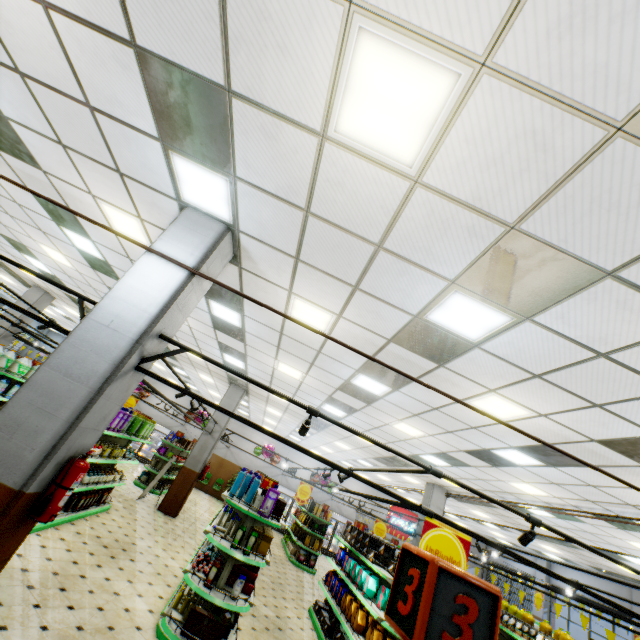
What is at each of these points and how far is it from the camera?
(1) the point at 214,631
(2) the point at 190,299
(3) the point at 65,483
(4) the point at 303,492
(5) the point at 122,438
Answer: (1) boxed food, 4.8 meters
(2) building, 4.2 meters
(3) fire extinguisher, 3.1 meters
(4) sign, 12.6 meters
(5) shelf, 9.0 meters

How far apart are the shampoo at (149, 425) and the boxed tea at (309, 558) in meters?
10.0

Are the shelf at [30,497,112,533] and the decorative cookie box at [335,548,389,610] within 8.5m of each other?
yes

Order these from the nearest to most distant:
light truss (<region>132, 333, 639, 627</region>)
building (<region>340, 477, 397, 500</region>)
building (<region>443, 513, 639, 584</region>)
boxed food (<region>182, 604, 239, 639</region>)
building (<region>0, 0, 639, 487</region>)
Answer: building (<region>0, 0, 639, 487</region>), light truss (<region>132, 333, 639, 627</region>), boxed food (<region>182, 604, 239, 639</region>), building (<region>443, 513, 639, 584</region>), building (<region>340, 477, 397, 500</region>)

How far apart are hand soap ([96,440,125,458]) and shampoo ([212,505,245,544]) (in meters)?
3.42

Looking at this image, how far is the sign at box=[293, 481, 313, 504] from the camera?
12.46m

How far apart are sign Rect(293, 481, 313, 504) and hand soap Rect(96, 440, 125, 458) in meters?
6.9

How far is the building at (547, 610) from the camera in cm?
1647
